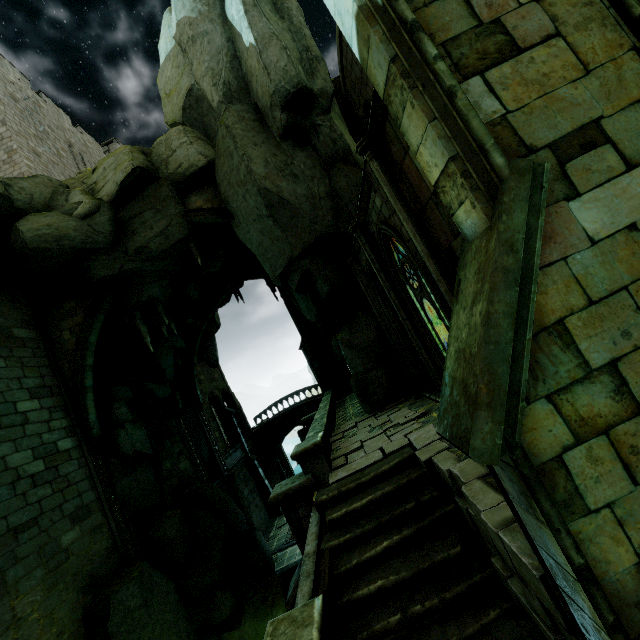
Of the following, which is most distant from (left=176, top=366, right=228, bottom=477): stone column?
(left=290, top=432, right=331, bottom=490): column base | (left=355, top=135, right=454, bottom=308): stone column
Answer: (left=355, top=135, right=454, bottom=308): stone column

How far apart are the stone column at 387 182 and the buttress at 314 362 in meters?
21.0 m

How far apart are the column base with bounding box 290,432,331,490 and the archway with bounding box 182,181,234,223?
9.9m

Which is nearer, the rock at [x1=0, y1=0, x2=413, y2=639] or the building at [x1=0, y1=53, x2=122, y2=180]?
the rock at [x1=0, y1=0, x2=413, y2=639]

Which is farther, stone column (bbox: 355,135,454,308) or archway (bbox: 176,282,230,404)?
archway (bbox: 176,282,230,404)

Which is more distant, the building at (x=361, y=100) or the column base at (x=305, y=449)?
the building at (x=361, y=100)

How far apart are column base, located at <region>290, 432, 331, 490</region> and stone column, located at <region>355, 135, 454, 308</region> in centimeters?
456cm

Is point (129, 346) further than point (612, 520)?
Yes
